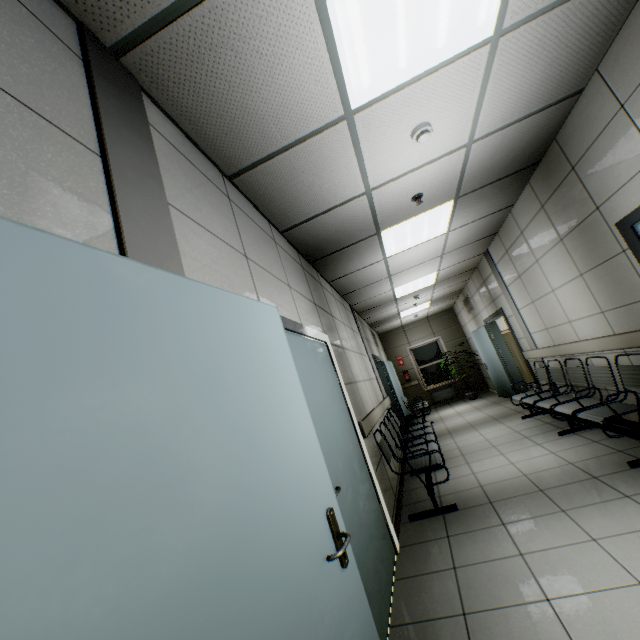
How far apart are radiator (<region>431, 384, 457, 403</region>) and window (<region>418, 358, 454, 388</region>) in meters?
0.1 m

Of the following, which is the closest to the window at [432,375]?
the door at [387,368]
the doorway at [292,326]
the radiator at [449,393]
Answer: the radiator at [449,393]

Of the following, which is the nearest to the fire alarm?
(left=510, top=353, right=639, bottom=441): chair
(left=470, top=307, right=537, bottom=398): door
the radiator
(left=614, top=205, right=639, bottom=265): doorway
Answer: (left=614, top=205, right=639, bottom=265): doorway

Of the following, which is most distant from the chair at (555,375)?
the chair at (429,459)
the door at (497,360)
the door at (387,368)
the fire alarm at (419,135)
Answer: the fire alarm at (419,135)

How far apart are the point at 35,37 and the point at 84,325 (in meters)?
1.15

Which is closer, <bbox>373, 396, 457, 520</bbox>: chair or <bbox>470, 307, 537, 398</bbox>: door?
<bbox>373, 396, 457, 520</bbox>: chair

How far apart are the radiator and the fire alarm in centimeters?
1062cm

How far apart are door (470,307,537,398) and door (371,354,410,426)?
2.61m
